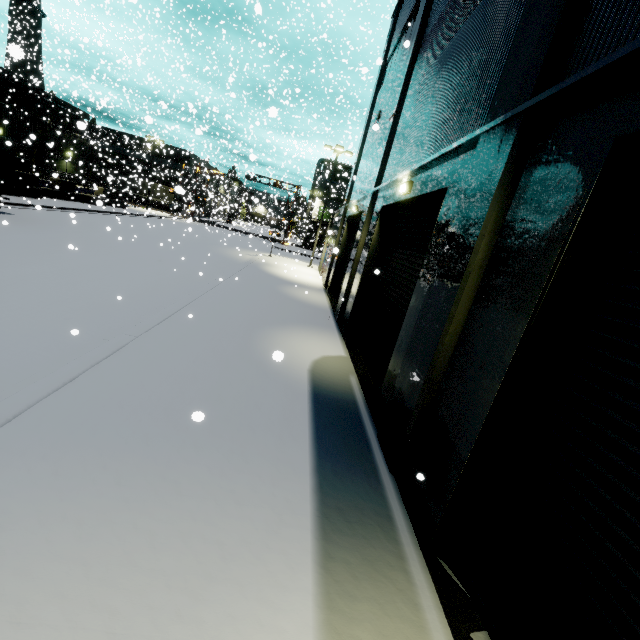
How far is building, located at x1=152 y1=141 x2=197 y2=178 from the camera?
43.4 meters

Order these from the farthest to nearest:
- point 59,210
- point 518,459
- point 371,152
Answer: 1. point 59,210
2. point 371,152
3. point 518,459

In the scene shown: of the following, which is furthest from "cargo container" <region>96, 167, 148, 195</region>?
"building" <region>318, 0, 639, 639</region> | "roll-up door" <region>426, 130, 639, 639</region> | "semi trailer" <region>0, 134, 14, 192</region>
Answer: "roll-up door" <region>426, 130, 639, 639</region>

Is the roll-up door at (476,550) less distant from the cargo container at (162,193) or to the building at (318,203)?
the building at (318,203)

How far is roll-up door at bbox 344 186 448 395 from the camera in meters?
7.0

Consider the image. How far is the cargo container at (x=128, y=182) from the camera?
34.9 meters

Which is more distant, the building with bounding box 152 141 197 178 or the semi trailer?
the building with bounding box 152 141 197 178

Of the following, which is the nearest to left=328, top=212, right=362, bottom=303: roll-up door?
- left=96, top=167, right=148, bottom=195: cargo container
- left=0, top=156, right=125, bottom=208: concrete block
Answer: left=0, top=156, right=125, bottom=208: concrete block
